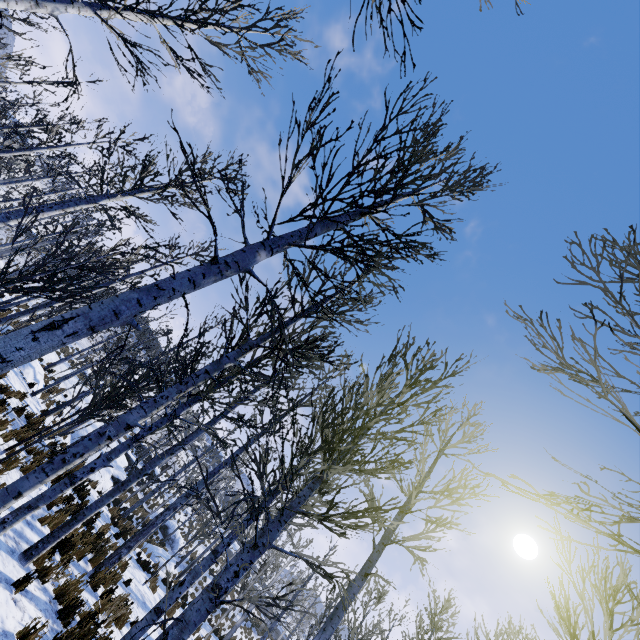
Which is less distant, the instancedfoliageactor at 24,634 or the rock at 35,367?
the instancedfoliageactor at 24,634

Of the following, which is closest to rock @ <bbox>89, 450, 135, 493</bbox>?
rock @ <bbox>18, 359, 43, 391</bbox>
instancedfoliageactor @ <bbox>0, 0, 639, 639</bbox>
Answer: instancedfoliageactor @ <bbox>0, 0, 639, 639</bbox>

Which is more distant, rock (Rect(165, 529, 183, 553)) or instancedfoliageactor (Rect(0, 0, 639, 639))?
rock (Rect(165, 529, 183, 553))

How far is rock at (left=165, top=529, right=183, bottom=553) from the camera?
27.8 meters

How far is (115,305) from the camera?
2.1m

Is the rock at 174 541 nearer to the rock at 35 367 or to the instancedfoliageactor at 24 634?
the instancedfoliageactor at 24 634

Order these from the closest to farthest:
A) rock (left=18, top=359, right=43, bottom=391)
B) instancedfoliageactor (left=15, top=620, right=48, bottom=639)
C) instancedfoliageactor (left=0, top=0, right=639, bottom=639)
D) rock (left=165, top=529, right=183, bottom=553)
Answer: instancedfoliageactor (left=0, top=0, right=639, bottom=639) → instancedfoliageactor (left=15, top=620, right=48, bottom=639) → rock (left=18, top=359, right=43, bottom=391) → rock (left=165, top=529, right=183, bottom=553)
